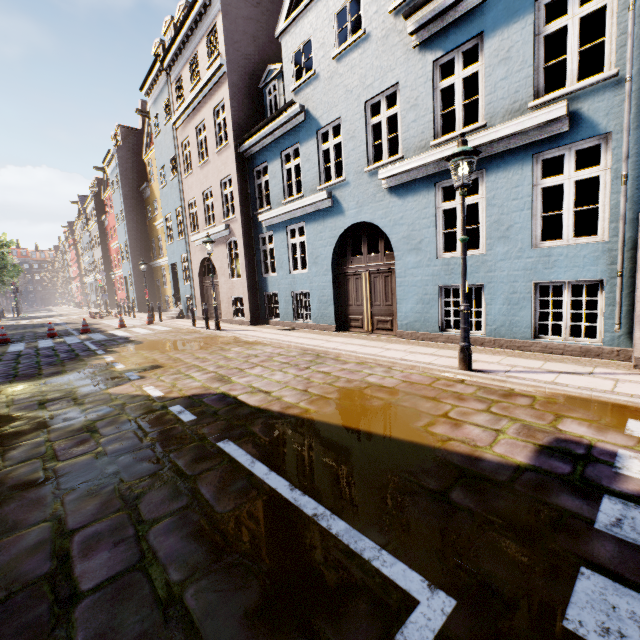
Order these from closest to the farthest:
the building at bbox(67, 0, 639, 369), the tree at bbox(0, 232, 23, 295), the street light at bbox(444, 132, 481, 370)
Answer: the street light at bbox(444, 132, 481, 370) → the building at bbox(67, 0, 639, 369) → the tree at bbox(0, 232, 23, 295)

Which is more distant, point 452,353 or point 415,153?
point 415,153

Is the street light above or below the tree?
below

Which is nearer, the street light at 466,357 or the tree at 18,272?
the street light at 466,357

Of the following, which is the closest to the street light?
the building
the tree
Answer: the building

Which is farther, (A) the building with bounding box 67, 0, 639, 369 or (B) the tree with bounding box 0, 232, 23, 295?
(B) the tree with bounding box 0, 232, 23, 295

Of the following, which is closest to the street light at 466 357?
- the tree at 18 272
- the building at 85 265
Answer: the building at 85 265

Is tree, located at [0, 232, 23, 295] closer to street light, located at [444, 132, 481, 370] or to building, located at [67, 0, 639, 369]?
building, located at [67, 0, 639, 369]
